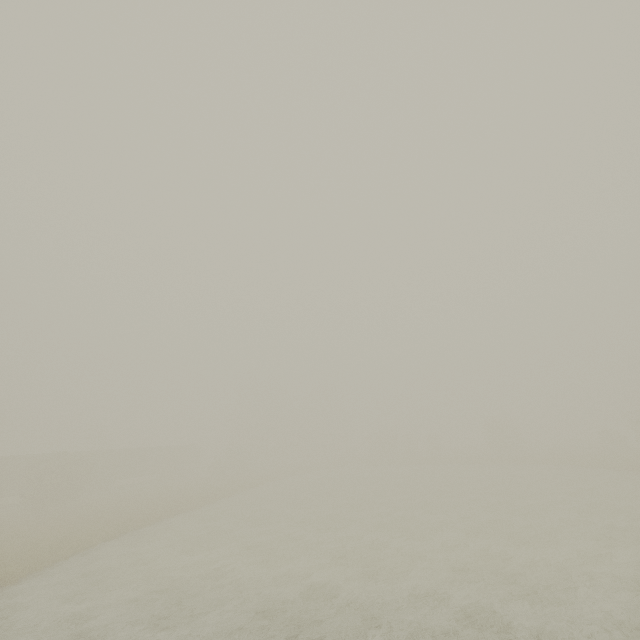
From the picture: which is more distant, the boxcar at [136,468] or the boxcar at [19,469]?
the boxcar at [136,468]

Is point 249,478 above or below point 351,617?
above

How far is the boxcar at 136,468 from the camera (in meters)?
40.59

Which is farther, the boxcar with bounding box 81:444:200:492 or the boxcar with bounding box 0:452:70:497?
the boxcar with bounding box 81:444:200:492

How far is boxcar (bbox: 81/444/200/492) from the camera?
40.59m
